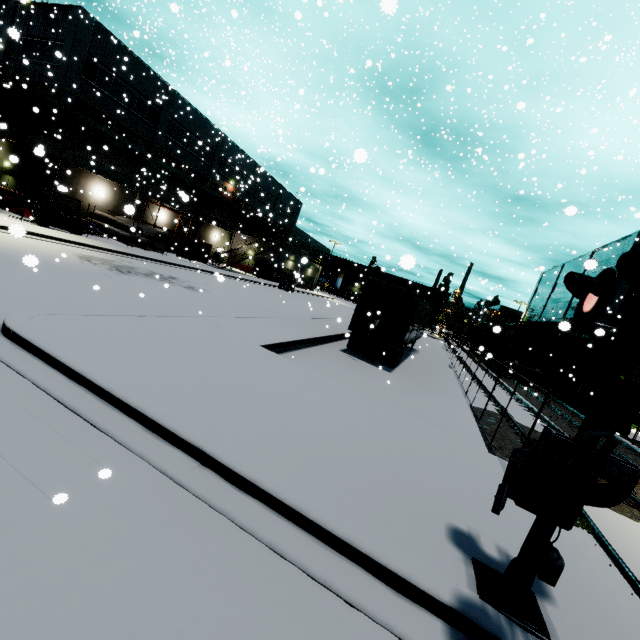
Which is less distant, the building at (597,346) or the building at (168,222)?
the building at (597,346)

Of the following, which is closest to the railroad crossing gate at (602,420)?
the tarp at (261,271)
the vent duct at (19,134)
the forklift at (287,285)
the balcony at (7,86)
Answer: the vent duct at (19,134)

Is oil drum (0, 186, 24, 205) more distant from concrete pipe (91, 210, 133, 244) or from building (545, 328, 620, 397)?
concrete pipe (91, 210, 133, 244)

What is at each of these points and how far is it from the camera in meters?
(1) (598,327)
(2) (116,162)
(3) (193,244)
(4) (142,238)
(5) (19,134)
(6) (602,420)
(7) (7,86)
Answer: (1) pipe, 25.8 m
(2) building, 28.8 m
(3) tarp, 28.9 m
(4) concrete pipe, 27.1 m
(5) vent duct, 23.1 m
(6) railroad crossing gate, 3.1 m
(7) balcony, 15.4 m

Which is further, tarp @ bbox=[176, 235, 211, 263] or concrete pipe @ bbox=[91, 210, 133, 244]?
tarp @ bbox=[176, 235, 211, 263]

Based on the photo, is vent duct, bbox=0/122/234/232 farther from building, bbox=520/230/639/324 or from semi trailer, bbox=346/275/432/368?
semi trailer, bbox=346/275/432/368

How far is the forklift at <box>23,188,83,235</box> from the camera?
19.0 meters

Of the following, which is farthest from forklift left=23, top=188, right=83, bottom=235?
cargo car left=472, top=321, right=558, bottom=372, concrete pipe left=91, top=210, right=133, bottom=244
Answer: cargo car left=472, top=321, right=558, bottom=372
